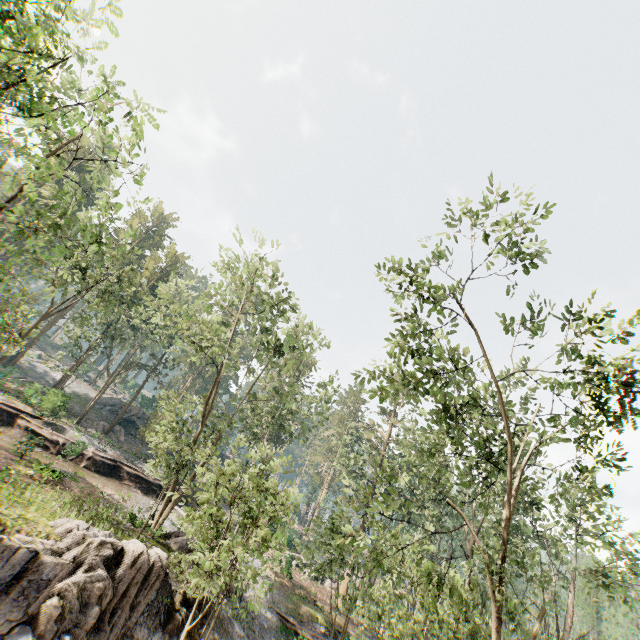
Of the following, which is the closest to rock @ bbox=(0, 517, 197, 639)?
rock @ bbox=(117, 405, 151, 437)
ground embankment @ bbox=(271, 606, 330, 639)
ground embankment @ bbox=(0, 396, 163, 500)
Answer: ground embankment @ bbox=(271, 606, 330, 639)

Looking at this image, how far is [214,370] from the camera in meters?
28.0 m

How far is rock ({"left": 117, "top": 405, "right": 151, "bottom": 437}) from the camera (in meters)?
44.53

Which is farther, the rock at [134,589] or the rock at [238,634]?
the rock at [238,634]

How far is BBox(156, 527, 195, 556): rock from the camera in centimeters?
1970cm

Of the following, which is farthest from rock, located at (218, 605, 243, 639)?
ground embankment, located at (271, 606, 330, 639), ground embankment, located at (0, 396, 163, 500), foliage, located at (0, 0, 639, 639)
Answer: ground embankment, located at (0, 396, 163, 500)

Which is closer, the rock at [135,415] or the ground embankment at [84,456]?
the ground embankment at [84,456]

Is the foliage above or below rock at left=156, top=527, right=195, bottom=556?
above
